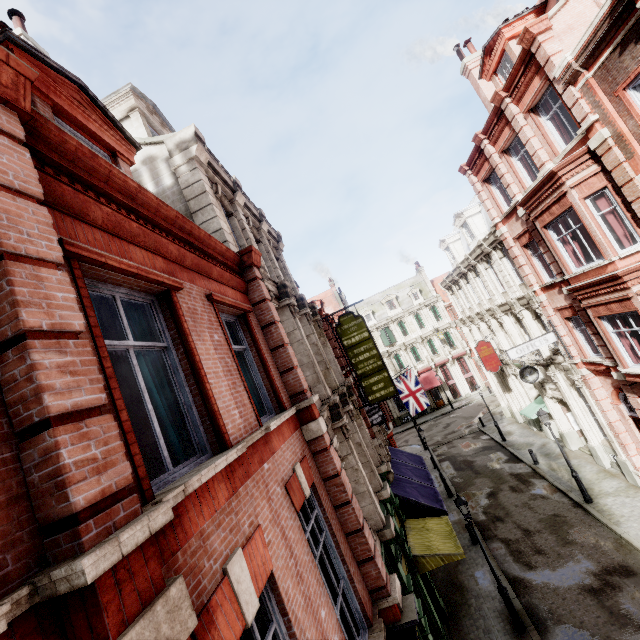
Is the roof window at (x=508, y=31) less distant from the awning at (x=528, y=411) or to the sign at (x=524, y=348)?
the sign at (x=524, y=348)

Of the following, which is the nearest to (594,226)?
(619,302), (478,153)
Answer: (619,302)

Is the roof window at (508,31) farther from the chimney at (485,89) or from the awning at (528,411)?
the awning at (528,411)

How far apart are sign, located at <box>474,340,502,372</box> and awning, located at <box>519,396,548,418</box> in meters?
2.9

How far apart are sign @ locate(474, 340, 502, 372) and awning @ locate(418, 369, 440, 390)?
18.7 meters

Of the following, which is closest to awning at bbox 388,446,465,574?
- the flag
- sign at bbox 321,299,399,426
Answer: sign at bbox 321,299,399,426

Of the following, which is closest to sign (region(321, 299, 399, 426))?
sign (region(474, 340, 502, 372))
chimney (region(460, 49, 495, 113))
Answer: sign (region(474, 340, 502, 372))

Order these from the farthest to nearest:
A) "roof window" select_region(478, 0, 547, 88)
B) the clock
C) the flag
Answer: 1. the flag
2. the clock
3. "roof window" select_region(478, 0, 547, 88)
